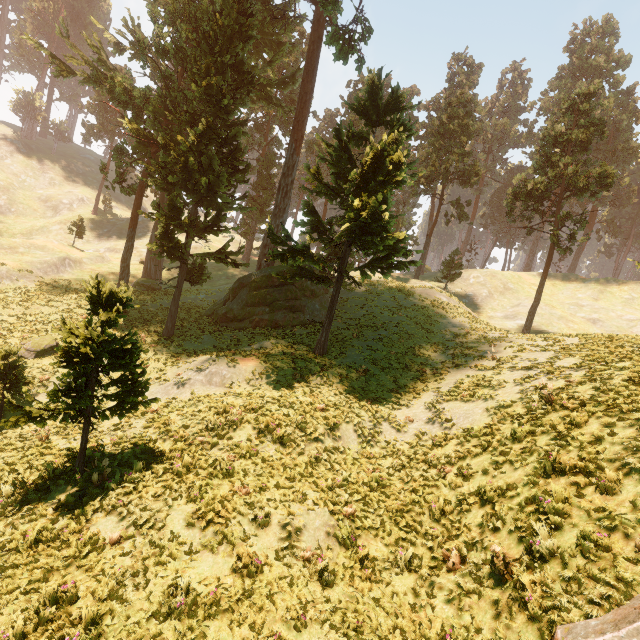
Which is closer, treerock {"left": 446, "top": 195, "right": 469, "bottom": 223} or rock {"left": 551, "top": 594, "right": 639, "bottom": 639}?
rock {"left": 551, "top": 594, "right": 639, "bottom": 639}

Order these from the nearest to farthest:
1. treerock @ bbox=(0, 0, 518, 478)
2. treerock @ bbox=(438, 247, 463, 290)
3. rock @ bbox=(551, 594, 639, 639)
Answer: rock @ bbox=(551, 594, 639, 639)
treerock @ bbox=(0, 0, 518, 478)
treerock @ bbox=(438, 247, 463, 290)

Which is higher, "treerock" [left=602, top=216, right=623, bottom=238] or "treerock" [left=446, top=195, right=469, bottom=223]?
"treerock" [left=602, top=216, right=623, bottom=238]

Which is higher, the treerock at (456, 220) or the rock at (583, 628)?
the treerock at (456, 220)

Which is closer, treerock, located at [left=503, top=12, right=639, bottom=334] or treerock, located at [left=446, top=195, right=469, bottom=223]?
treerock, located at [left=503, top=12, right=639, bottom=334]

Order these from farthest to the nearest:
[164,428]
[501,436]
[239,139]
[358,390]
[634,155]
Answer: [634,155]
[239,139]
[358,390]
[164,428]
[501,436]

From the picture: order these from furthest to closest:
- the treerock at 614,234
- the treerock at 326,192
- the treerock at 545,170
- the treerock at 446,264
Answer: the treerock at 614,234 < the treerock at 446,264 < the treerock at 545,170 < the treerock at 326,192
